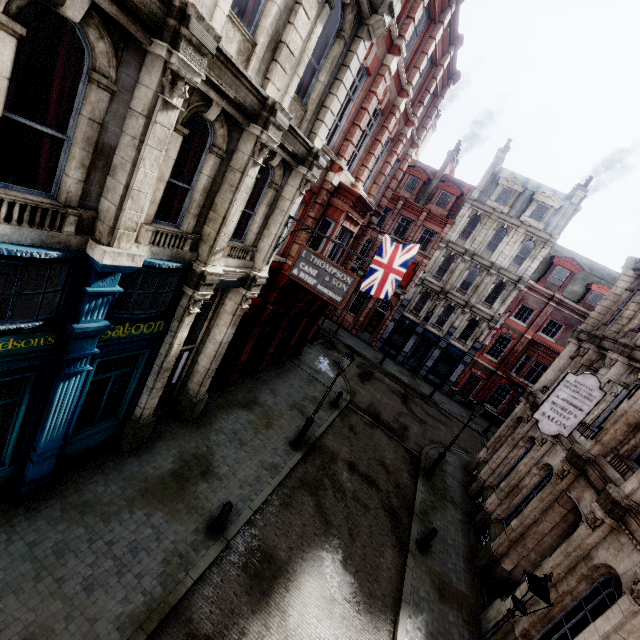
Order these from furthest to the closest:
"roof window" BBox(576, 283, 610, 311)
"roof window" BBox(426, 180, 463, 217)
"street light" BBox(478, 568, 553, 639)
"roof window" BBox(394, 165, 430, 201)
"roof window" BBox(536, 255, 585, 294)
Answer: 1. "roof window" BBox(394, 165, 430, 201)
2. "roof window" BBox(426, 180, 463, 217)
3. "roof window" BBox(536, 255, 585, 294)
4. "roof window" BBox(576, 283, 610, 311)
5. "street light" BBox(478, 568, 553, 639)

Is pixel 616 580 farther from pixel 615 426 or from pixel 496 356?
pixel 496 356

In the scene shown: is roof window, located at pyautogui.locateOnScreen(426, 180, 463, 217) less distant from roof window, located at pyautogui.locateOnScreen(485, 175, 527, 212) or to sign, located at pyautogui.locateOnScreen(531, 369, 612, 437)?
roof window, located at pyautogui.locateOnScreen(485, 175, 527, 212)

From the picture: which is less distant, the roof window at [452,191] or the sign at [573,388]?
the sign at [573,388]

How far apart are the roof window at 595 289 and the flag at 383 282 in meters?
20.9

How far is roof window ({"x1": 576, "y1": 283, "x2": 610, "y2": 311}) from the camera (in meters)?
26.64

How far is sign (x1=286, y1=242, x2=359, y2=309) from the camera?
9.35m

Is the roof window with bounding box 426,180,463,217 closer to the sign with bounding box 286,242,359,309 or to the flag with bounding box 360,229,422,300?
the flag with bounding box 360,229,422,300
